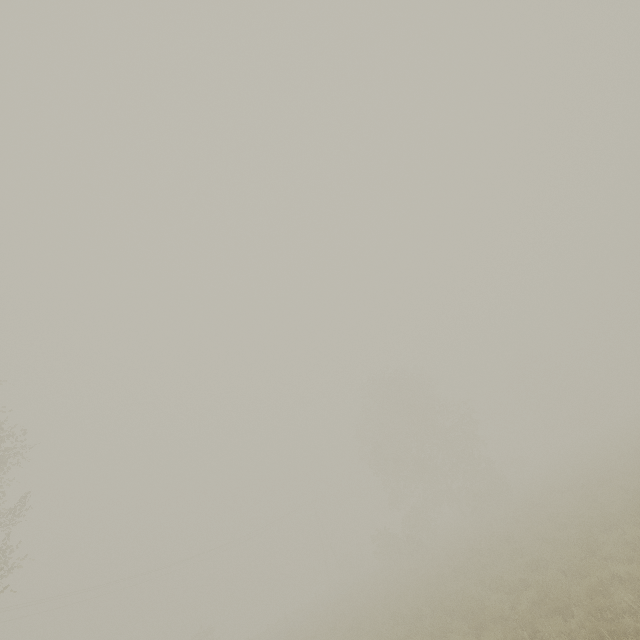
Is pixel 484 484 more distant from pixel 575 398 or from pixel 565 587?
pixel 575 398

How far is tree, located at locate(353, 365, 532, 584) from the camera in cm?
3319

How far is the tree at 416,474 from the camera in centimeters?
3319cm
